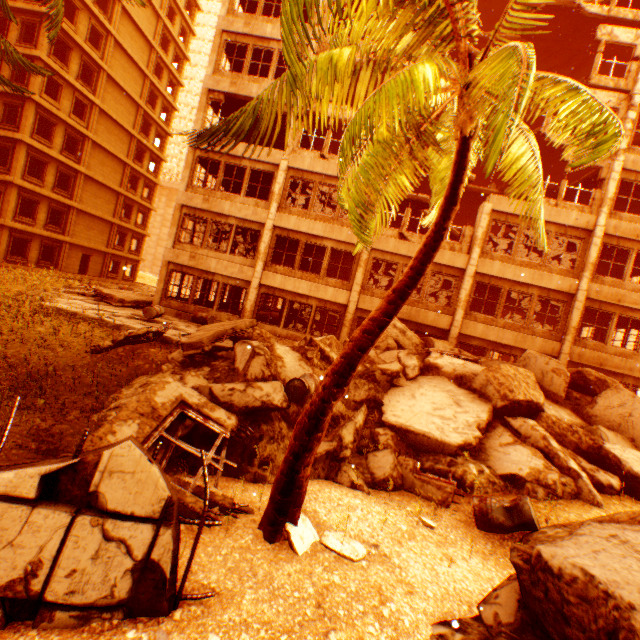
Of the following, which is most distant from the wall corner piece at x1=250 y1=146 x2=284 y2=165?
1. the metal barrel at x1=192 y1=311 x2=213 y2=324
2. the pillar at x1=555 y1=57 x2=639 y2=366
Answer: the pillar at x1=555 y1=57 x2=639 y2=366

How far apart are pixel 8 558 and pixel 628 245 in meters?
21.0

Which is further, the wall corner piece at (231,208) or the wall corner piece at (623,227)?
the wall corner piece at (231,208)

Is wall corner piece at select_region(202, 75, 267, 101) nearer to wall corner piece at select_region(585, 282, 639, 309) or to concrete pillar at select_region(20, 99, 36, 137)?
concrete pillar at select_region(20, 99, 36, 137)

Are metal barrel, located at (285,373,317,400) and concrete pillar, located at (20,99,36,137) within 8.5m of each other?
no

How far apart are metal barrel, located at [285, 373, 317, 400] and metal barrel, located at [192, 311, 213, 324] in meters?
9.3 m

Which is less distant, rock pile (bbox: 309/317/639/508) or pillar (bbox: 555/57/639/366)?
rock pile (bbox: 309/317/639/508)

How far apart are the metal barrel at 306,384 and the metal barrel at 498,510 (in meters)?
3.75
